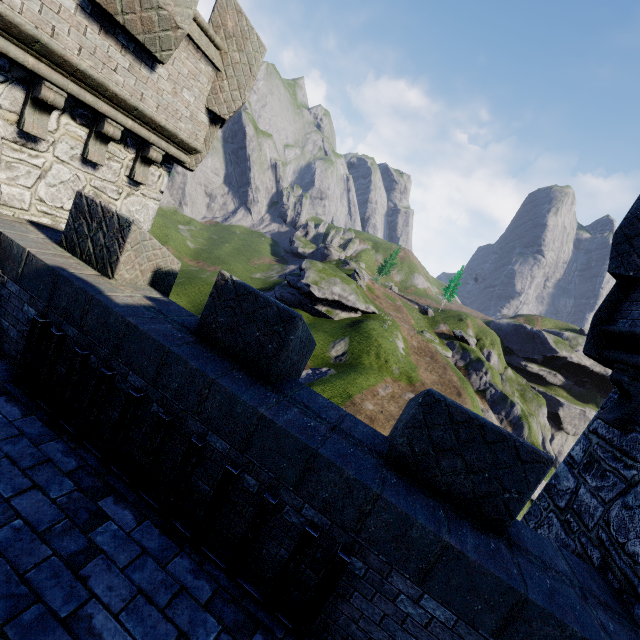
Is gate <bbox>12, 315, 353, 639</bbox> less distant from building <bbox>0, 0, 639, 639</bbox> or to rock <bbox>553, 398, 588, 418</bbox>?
building <bbox>0, 0, 639, 639</bbox>

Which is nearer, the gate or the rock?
the gate

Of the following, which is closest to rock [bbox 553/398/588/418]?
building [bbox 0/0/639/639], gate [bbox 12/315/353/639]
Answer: building [bbox 0/0/639/639]

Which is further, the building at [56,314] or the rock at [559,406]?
the rock at [559,406]

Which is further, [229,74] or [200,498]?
[229,74]

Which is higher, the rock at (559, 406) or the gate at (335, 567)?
the gate at (335, 567)
